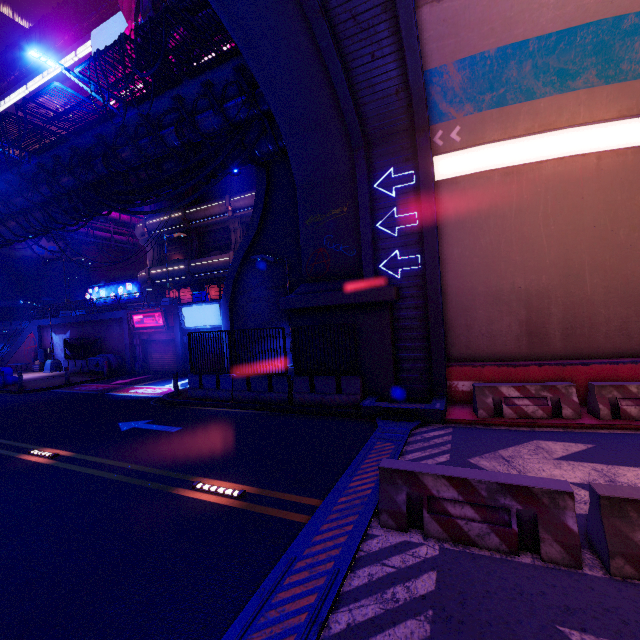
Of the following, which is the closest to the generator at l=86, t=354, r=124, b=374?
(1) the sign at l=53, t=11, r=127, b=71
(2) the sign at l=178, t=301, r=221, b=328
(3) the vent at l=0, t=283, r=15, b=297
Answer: (2) the sign at l=178, t=301, r=221, b=328

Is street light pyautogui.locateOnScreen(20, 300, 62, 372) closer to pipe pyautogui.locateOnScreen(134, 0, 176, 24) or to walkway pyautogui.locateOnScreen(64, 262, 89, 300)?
walkway pyautogui.locateOnScreen(64, 262, 89, 300)

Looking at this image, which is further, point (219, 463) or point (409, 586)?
point (219, 463)

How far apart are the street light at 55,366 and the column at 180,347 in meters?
13.5 m

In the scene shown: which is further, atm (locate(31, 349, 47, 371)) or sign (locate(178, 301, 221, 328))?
atm (locate(31, 349, 47, 371))

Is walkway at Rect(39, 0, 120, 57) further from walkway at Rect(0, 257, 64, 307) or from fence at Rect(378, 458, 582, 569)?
fence at Rect(378, 458, 582, 569)

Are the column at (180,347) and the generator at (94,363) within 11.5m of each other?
yes

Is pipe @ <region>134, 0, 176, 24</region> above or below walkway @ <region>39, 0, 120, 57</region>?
below
